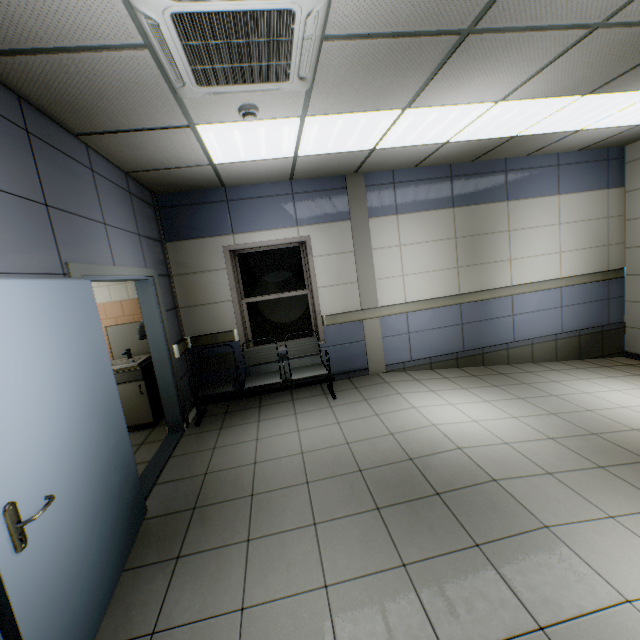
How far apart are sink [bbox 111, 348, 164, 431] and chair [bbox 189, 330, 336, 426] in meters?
0.5 m

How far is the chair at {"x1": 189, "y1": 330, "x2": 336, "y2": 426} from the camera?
4.5m

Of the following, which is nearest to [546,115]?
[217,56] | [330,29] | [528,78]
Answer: [528,78]

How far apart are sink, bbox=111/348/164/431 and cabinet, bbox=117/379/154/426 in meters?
0.0 m

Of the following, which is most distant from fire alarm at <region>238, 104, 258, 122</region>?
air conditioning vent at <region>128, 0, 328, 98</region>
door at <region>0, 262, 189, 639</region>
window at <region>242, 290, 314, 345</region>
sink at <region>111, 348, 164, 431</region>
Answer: sink at <region>111, 348, 164, 431</region>

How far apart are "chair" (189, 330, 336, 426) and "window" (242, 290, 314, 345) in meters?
0.3

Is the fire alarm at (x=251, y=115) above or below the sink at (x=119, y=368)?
above

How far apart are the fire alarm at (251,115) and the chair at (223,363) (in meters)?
2.96
